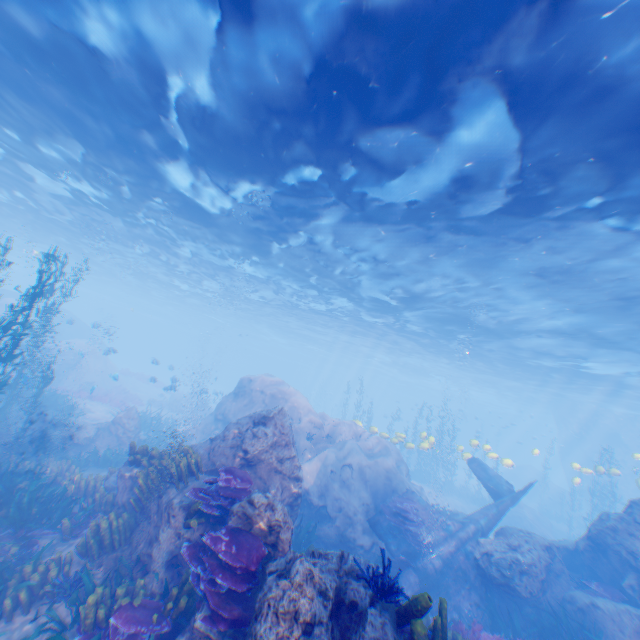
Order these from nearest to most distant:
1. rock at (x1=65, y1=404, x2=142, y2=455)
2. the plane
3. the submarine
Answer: the plane < rock at (x1=65, y1=404, x2=142, y2=455) < the submarine

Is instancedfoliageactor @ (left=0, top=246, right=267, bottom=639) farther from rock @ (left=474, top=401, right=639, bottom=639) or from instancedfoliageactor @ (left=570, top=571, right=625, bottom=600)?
instancedfoliageactor @ (left=570, top=571, right=625, bottom=600)

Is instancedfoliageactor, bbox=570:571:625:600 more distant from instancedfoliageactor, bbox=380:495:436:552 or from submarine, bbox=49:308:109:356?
submarine, bbox=49:308:109:356

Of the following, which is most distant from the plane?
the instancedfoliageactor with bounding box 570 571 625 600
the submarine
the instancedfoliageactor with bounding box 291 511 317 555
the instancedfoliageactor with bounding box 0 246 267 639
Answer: the submarine

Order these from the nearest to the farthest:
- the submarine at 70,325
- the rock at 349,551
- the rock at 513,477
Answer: the rock at 349,551 < the submarine at 70,325 < the rock at 513,477

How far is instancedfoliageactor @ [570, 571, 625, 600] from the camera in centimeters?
1016cm

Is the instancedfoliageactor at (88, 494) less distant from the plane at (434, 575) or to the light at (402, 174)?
the plane at (434, 575)

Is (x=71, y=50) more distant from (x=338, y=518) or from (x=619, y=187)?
(x=338, y=518)
